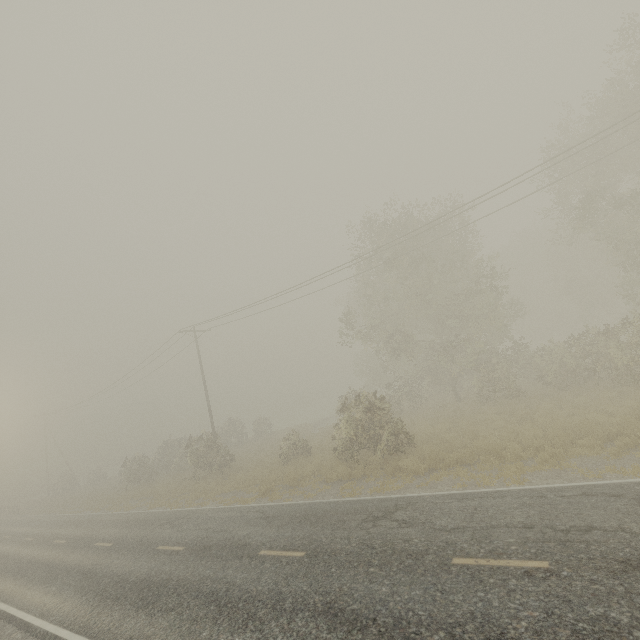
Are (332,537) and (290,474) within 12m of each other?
yes
